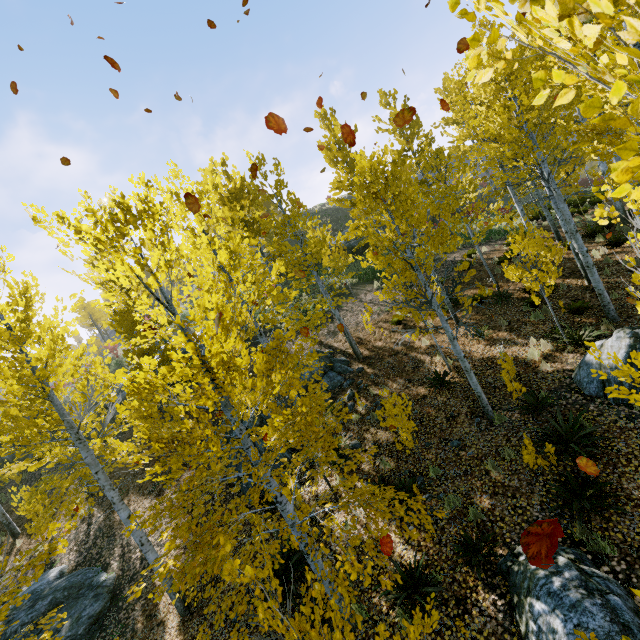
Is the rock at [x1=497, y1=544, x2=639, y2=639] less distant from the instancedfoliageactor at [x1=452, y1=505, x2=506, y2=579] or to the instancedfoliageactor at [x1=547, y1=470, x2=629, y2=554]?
the instancedfoliageactor at [x1=547, y1=470, x2=629, y2=554]

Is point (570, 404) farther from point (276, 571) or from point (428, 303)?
point (276, 571)

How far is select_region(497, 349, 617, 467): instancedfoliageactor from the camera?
6.3m

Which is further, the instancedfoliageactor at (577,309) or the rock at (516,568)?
the instancedfoliageactor at (577,309)

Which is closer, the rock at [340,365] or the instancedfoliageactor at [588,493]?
the instancedfoliageactor at [588,493]

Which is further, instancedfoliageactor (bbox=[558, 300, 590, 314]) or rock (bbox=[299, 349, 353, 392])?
rock (bbox=[299, 349, 353, 392])

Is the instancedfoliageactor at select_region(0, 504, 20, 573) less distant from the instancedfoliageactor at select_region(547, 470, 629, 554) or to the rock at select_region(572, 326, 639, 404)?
the rock at select_region(572, 326, 639, 404)
